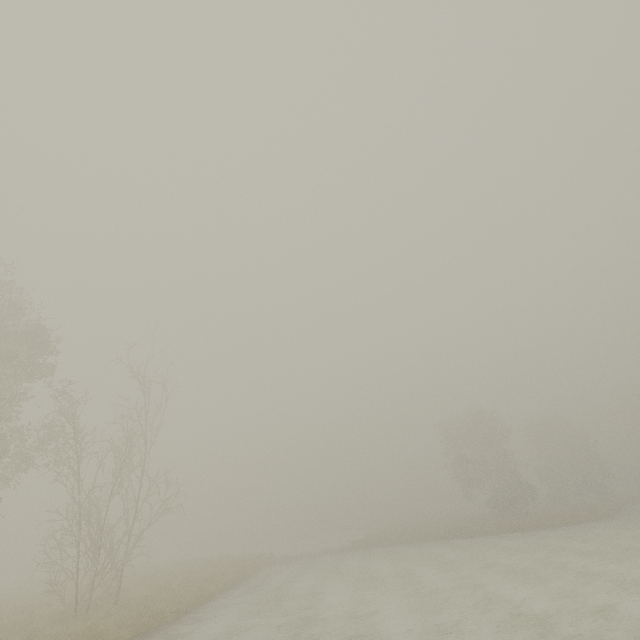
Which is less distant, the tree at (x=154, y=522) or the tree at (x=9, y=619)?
the tree at (x=9, y=619)

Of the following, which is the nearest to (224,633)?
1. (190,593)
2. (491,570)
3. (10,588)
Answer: (190,593)

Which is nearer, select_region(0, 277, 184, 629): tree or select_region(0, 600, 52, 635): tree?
select_region(0, 600, 52, 635): tree

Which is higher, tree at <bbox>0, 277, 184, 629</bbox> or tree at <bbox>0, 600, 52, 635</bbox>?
tree at <bbox>0, 277, 184, 629</bbox>

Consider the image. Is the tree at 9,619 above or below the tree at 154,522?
below
